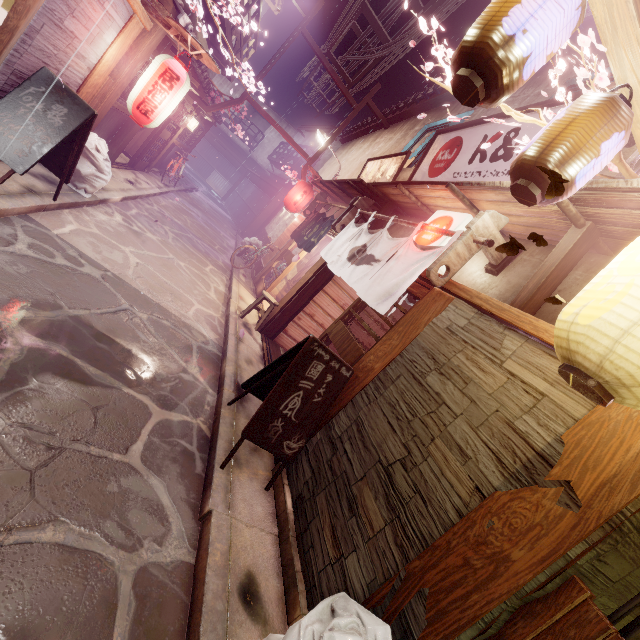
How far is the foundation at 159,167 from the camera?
23.48m

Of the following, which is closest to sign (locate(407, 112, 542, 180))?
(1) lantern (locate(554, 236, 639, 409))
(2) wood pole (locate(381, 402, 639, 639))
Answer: (1) lantern (locate(554, 236, 639, 409))

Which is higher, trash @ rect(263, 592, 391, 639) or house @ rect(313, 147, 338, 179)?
house @ rect(313, 147, 338, 179)

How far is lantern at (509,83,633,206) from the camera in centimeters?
366cm

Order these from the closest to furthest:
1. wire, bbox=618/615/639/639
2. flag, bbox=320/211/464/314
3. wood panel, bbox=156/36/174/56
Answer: wire, bbox=618/615/639/639, flag, bbox=320/211/464/314, wood panel, bbox=156/36/174/56

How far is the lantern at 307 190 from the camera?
19.8m

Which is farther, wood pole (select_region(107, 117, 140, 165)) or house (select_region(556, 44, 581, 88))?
wood pole (select_region(107, 117, 140, 165))

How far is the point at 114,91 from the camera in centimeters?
1066cm
